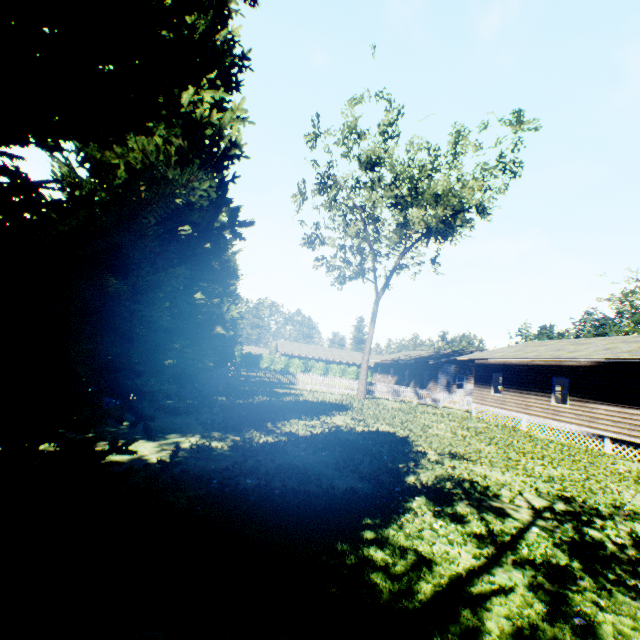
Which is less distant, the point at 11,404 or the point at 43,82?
the point at 11,404

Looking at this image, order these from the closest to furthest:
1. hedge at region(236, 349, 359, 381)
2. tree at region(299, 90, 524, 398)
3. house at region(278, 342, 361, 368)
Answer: tree at region(299, 90, 524, 398) → hedge at region(236, 349, 359, 381) → house at region(278, 342, 361, 368)

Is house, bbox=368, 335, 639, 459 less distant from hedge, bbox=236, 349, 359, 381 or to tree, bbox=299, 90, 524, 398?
tree, bbox=299, 90, 524, 398

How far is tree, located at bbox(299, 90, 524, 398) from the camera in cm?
2088

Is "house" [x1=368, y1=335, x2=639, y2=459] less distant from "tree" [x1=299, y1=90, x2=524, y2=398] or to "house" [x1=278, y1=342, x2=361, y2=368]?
"tree" [x1=299, y1=90, x2=524, y2=398]

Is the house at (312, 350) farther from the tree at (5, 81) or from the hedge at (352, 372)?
the tree at (5, 81)

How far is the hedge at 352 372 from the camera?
51.6m

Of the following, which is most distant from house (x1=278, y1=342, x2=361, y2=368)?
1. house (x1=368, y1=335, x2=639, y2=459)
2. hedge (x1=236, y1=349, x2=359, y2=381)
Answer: house (x1=368, y1=335, x2=639, y2=459)
